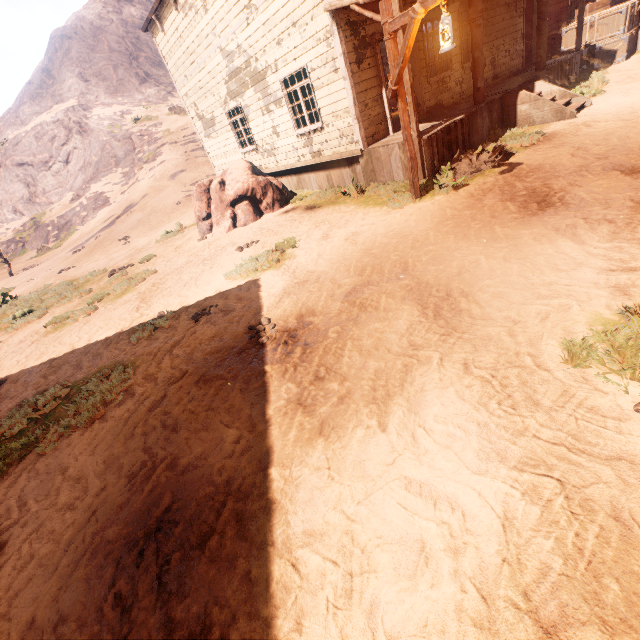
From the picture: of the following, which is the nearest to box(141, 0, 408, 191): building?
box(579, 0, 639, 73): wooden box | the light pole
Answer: box(579, 0, 639, 73): wooden box

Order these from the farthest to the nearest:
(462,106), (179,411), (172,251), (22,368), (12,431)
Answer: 1. (172,251)
2. (462,106)
3. (22,368)
4. (12,431)
5. (179,411)

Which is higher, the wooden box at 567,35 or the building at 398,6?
the building at 398,6

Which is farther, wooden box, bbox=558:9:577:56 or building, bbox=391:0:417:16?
Result: wooden box, bbox=558:9:577:56

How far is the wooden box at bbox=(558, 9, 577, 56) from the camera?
13.2m

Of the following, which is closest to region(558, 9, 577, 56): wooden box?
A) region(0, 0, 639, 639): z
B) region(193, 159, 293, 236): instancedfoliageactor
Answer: region(0, 0, 639, 639): z

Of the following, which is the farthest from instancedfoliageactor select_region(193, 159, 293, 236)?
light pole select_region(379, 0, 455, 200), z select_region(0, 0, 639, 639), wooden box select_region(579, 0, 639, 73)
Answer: wooden box select_region(579, 0, 639, 73)
